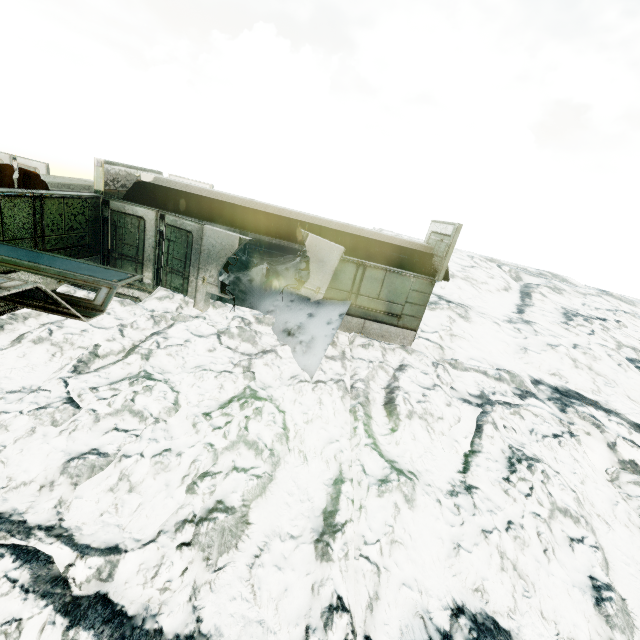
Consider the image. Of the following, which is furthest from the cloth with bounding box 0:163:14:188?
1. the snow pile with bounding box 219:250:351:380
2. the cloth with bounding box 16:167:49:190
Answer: the snow pile with bounding box 219:250:351:380

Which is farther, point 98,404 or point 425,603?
point 98,404

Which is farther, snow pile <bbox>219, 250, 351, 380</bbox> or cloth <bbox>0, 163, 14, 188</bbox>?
snow pile <bbox>219, 250, 351, 380</bbox>

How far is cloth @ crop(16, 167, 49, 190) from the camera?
7.67m

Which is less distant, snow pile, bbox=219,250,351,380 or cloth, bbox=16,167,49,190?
cloth, bbox=16,167,49,190

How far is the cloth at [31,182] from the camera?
7.67m

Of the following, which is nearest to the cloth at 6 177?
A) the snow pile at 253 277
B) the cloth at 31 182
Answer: the cloth at 31 182
